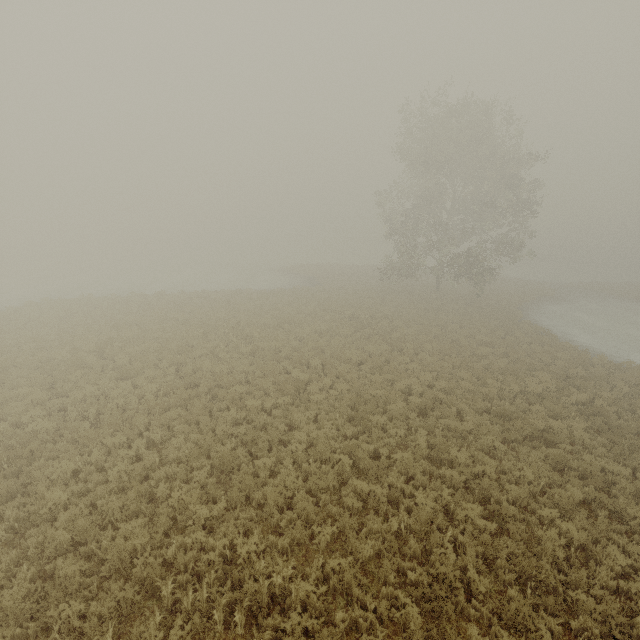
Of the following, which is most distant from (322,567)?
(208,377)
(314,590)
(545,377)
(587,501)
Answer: (545,377)
